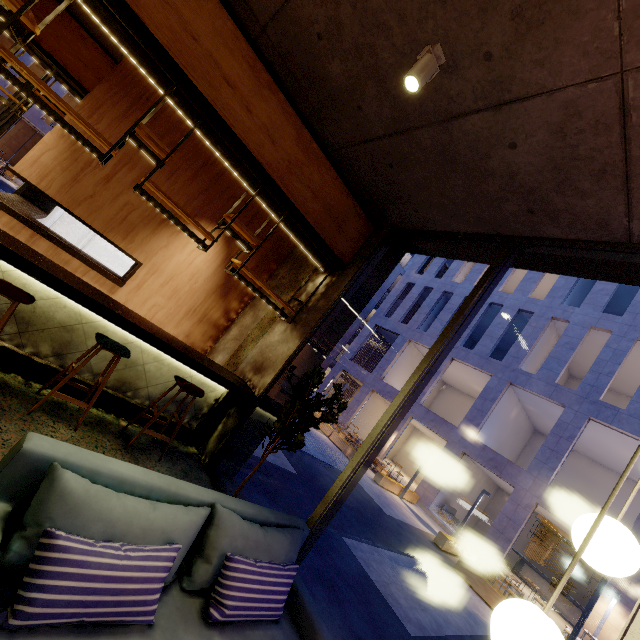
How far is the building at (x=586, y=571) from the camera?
18.30m

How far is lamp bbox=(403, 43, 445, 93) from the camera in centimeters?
246cm

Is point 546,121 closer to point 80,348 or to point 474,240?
point 474,240

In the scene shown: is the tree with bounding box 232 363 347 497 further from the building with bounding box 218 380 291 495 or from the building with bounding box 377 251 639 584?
the building with bounding box 377 251 639 584

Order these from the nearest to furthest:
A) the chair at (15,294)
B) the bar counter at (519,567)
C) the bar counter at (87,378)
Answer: the chair at (15,294), the bar counter at (87,378), the bar counter at (519,567)

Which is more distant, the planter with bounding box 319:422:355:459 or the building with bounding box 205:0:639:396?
the planter with bounding box 319:422:355:459

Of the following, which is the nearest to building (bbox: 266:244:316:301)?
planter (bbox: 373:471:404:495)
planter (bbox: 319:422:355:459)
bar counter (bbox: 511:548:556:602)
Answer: planter (bbox: 319:422:355:459)

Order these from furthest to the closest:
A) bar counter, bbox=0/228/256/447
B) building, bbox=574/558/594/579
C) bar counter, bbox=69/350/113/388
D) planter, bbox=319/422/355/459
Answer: building, bbox=574/558/594/579 < planter, bbox=319/422/355/459 < bar counter, bbox=69/350/113/388 < bar counter, bbox=0/228/256/447
